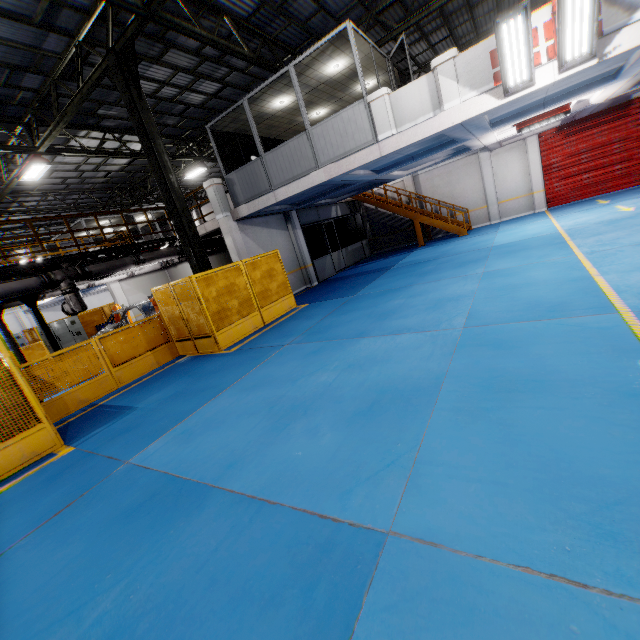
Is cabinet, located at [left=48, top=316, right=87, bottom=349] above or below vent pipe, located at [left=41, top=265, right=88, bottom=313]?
below

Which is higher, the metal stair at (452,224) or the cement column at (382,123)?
the cement column at (382,123)

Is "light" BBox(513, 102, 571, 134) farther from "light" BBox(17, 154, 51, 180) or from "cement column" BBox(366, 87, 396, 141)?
"light" BBox(17, 154, 51, 180)

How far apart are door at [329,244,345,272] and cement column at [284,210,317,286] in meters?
2.0 m

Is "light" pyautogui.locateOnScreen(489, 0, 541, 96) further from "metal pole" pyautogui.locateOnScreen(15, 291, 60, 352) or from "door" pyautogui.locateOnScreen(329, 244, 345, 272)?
"metal pole" pyautogui.locateOnScreen(15, 291, 60, 352)

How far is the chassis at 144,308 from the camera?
13.46m

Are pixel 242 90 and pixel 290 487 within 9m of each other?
no

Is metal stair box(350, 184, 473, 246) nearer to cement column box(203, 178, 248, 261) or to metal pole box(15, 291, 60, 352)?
cement column box(203, 178, 248, 261)
